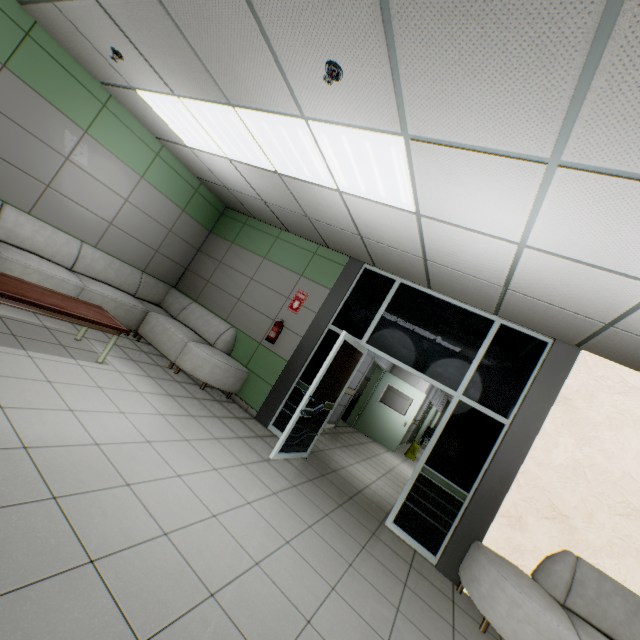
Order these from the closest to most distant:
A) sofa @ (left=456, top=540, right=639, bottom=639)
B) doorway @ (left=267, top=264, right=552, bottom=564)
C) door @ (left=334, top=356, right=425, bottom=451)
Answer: sofa @ (left=456, top=540, right=639, bottom=639)
doorway @ (left=267, top=264, right=552, bottom=564)
door @ (left=334, top=356, right=425, bottom=451)

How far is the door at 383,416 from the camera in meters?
9.8

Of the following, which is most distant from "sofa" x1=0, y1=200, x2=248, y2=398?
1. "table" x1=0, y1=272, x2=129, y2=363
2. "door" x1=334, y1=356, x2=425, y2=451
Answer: "door" x1=334, y1=356, x2=425, y2=451

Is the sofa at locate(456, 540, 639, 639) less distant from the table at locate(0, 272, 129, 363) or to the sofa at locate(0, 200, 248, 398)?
the sofa at locate(0, 200, 248, 398)

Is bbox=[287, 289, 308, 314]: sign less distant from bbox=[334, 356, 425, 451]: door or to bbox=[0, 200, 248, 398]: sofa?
bbox=[0, 200, 248, 398]: sofa

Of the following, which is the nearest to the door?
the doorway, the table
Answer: the doorway

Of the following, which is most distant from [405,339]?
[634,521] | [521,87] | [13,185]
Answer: [13,185]

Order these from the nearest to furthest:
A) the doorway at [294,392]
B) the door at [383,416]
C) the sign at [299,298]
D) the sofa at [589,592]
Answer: the sofa at [589,592]
the doorway at [294,392]
the sign at [299,298]
the door at [383,416]
